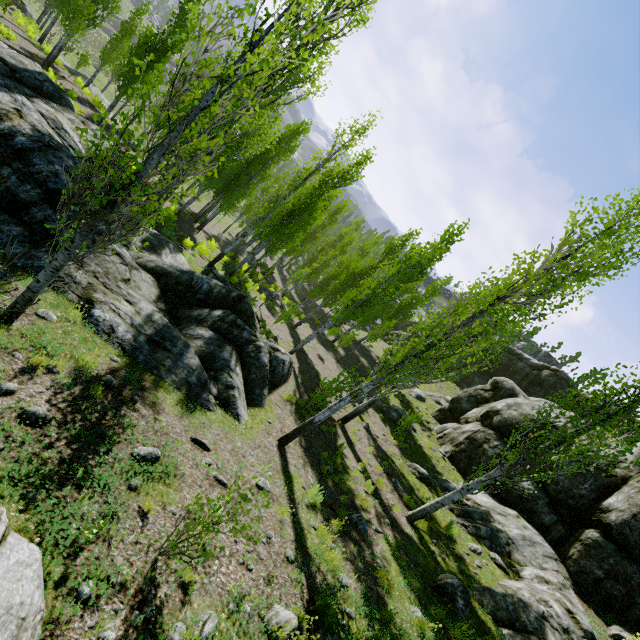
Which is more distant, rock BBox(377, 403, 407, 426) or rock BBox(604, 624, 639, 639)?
rock BBox(377, 403, 407, 426)

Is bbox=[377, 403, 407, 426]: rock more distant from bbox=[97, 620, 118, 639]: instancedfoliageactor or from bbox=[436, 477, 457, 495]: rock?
bbox=[97, 620, 118, 639]: instancedfoliageactor

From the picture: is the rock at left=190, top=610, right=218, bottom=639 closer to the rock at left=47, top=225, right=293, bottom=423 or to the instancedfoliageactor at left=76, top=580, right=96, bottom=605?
the instancedfoliageactor at left=76, top=580, right=96, bottom=605

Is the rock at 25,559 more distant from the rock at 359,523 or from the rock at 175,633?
the rock at 359,523

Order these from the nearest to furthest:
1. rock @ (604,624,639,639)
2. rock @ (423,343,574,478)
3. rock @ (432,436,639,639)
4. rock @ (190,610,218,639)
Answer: rock @ (190,610,218,639), rock @ (432,436,639,639), rock @ (604,624,639,639), rock @ (423,343,574,478)

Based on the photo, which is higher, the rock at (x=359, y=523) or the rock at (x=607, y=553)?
the rock at (x=607, y=553)

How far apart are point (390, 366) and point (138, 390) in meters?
5.5 m

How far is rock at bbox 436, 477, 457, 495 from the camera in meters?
13.2 m
